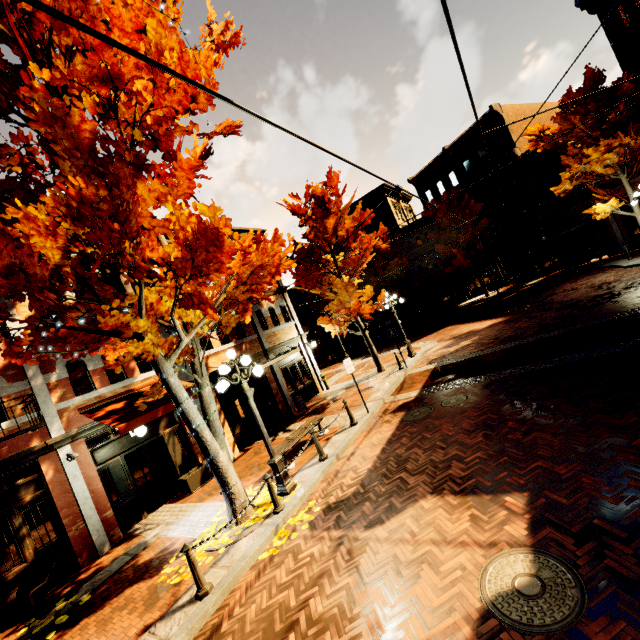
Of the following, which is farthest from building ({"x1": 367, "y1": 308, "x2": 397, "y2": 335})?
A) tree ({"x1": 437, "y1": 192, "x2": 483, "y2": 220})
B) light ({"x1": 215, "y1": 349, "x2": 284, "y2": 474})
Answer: light ({"x1": 215, "y1": 349, "x2": 284, "y2": 474})

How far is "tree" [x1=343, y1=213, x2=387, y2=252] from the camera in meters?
14.9 m

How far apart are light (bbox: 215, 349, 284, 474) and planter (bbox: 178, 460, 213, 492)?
4.3 meters

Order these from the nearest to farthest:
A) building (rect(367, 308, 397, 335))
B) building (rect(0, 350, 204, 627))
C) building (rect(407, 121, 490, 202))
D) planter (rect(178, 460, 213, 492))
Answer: building (rect(0, 350, 204, 627)) < planter (rect(178, 460, 213, 492)) < building (rect(407, 121, 490, 202)) < building (rect(367, 308, 397, 335))

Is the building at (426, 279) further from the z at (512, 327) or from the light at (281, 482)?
the light at (281, 482)

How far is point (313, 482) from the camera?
7.65m

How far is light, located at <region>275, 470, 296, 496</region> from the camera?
7.5 meters

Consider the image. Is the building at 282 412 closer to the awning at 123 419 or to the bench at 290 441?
the awning at 123 419
